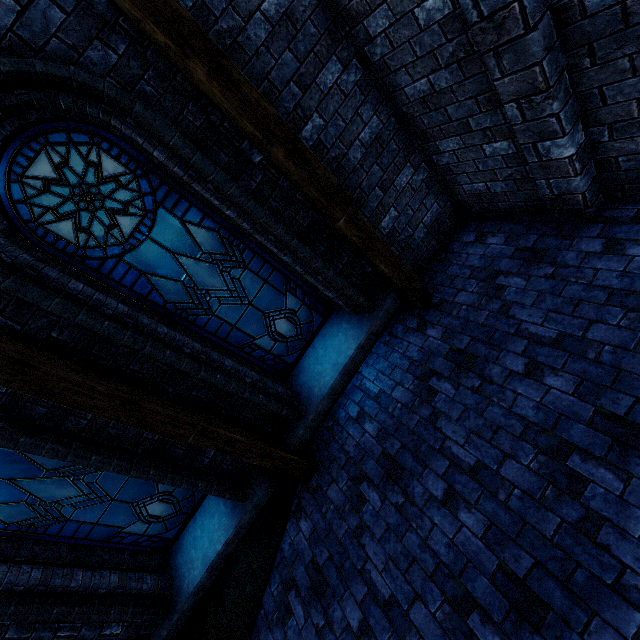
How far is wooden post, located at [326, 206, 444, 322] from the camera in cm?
362

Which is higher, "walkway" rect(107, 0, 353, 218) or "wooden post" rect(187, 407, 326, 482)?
"walkway" rect(107, 0, 353, 218)

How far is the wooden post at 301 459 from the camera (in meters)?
3.49

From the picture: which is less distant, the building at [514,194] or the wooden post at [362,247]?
the building at [514,194]

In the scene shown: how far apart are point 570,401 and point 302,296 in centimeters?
315cm

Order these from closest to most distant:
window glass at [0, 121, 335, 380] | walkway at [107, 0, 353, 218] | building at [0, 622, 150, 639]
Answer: walkway at [107, 0, 353, 218], window glass at [0, 121, 335, 380], building at [0, 622, 150, 639]

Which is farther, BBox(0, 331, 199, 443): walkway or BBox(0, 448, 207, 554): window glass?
BBox(0, 448, 207, 554): window glass

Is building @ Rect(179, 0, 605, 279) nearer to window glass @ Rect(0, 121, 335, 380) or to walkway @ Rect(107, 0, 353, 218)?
walkway @ Rect(107, 0, 353, 218)
